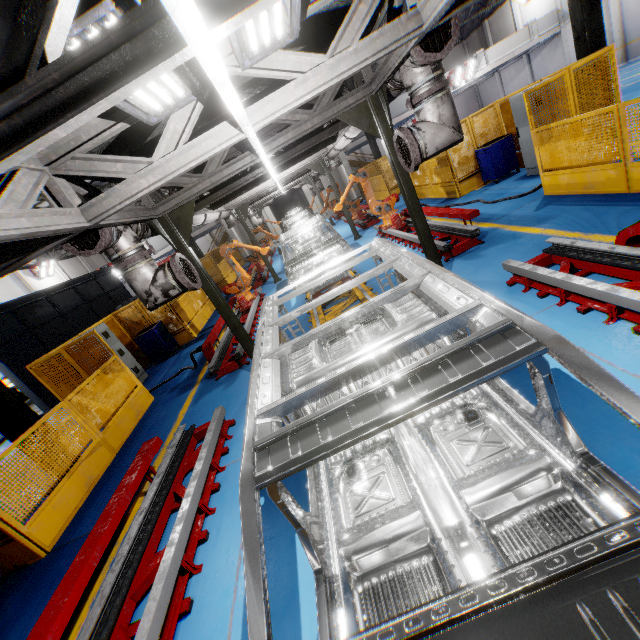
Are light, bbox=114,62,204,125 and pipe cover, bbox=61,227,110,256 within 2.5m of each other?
yes

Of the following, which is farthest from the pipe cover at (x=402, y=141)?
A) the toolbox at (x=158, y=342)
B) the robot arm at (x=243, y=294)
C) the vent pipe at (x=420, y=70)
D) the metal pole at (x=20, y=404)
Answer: the toolbox at (x=158, y=342)

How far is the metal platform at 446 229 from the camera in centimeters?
682cm

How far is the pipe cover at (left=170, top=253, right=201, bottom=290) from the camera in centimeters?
446cm

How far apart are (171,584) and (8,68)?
3.8m

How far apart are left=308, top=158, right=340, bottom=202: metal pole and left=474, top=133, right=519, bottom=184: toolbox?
4.7m

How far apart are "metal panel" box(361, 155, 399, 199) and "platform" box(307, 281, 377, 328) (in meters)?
4.56

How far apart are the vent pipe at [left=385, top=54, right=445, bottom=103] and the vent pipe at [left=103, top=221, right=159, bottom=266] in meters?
3.6 m
